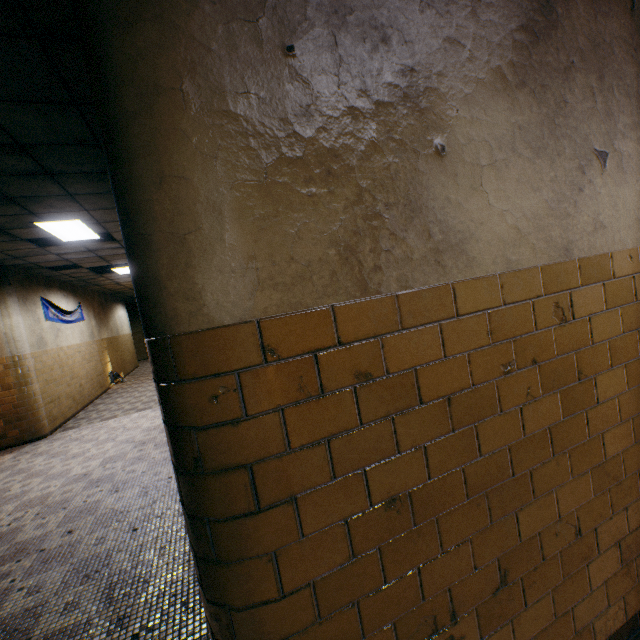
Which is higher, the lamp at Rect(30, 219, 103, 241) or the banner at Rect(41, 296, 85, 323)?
the lamp at Rect(30, 219, 103, 241)

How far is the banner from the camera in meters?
8.6

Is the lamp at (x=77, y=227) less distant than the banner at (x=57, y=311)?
Yes

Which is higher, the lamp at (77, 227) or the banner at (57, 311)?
the lamp at (77, 227)

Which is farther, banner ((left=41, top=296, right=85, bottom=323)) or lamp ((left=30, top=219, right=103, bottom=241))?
banner ((left=41, top=296, right=85, bottom=323))

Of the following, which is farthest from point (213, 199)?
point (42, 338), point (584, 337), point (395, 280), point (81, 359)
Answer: point (81, 359)

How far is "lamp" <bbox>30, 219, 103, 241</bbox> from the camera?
5.2m
